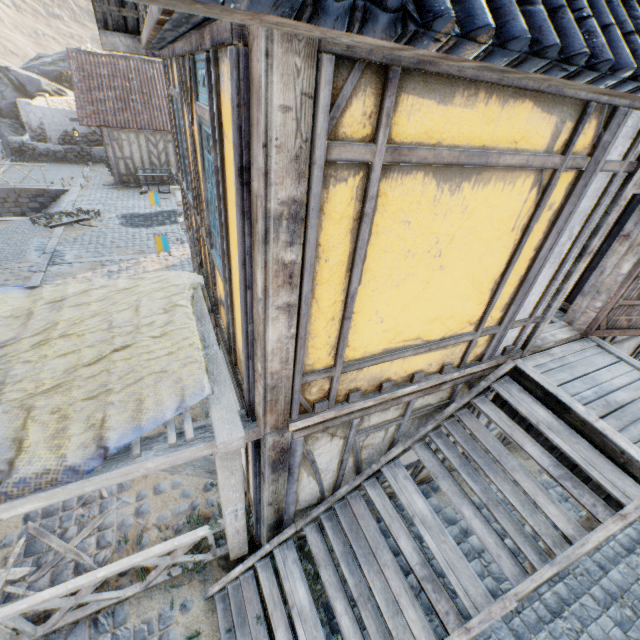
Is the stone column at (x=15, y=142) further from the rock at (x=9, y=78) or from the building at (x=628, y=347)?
the building at (x=628, y=347)

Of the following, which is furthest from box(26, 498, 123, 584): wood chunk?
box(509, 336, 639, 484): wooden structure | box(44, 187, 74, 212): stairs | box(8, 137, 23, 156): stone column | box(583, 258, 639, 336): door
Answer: box(8, 137, 23, 156): stone column

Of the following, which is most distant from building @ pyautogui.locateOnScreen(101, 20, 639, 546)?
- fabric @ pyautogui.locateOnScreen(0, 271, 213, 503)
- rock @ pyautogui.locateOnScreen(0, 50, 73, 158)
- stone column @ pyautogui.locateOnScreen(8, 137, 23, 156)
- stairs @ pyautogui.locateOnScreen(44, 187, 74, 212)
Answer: stone column @ pyautogui.locateOnScreen(8, 137, 23, 156)

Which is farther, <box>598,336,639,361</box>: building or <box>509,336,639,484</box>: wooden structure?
<box>598,336,639,361</box>: building

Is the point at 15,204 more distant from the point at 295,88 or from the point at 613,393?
the point at 613,393

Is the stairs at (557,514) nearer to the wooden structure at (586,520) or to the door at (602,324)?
the wooden structure at (586,520)

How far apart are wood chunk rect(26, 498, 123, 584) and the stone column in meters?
25.4 m
